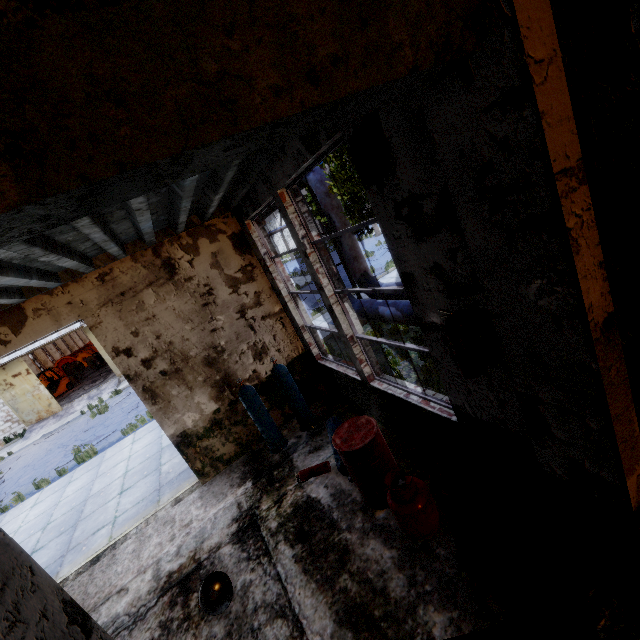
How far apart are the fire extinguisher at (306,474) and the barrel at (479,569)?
2.24m

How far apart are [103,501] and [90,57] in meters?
10.0

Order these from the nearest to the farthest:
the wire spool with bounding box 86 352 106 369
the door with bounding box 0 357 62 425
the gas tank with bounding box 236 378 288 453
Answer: the gas tank with bounding box 236 378 288 453
the door with bounding box 0 357 62 425
the wire spool with bounding box 86 352 106 369

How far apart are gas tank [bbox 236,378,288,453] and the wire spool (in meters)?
30.99

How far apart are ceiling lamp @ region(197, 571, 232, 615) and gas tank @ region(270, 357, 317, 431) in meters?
2.8

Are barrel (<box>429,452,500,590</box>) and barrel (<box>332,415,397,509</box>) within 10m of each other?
yes

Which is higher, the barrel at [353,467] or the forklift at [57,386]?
the forklift at [57,386]

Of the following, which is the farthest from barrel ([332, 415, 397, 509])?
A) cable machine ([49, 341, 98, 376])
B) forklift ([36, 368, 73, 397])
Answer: cable machine ([49, 341, 98, 376])
